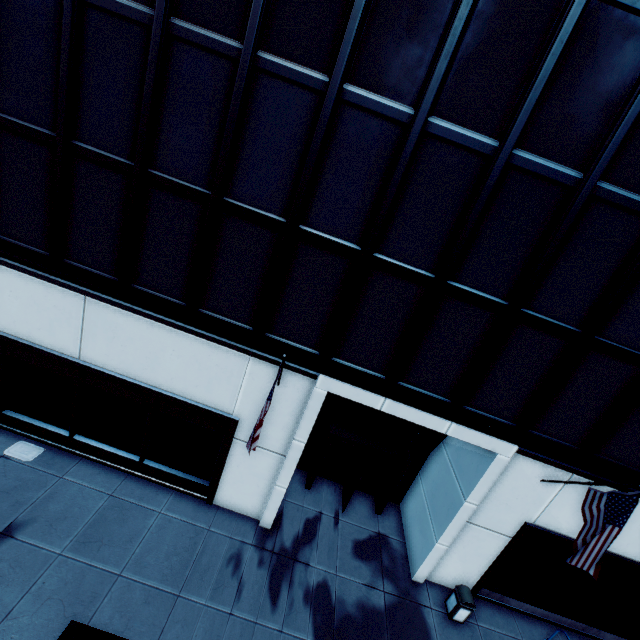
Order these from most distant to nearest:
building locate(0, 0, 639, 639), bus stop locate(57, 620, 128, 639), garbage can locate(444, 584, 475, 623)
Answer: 1. garbage can locate(444, 584, 475, 623)
2. building locate(0, 0, 639, 639)
3. bus stop locate(57, 620, 128, 639)

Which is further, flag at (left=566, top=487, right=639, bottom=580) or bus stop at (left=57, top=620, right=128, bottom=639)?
flag at (left=566, top=487, right=639, bottom=580)

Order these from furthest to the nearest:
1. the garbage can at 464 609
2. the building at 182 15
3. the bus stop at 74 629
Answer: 1. the garbage can at 464 609
2. the building at 182 15
3. the bus stop at 74 629

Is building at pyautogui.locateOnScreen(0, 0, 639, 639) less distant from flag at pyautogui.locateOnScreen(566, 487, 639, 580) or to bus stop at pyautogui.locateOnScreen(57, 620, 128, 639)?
flag at pyautogui.locateOnScreen(566, 487, 639, 580)

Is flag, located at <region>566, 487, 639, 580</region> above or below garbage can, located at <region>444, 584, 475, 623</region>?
above

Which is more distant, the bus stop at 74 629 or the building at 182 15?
the building at 182 15

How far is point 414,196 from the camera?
7.6m

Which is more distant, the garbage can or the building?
the garbage can
